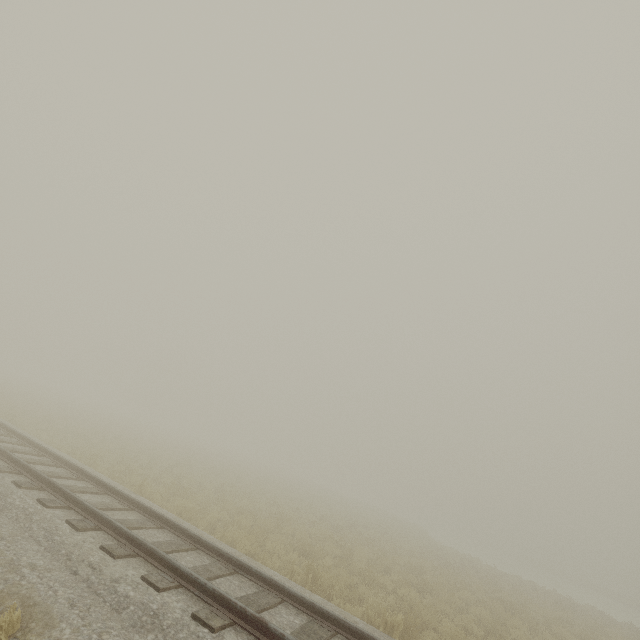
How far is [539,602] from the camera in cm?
1745
